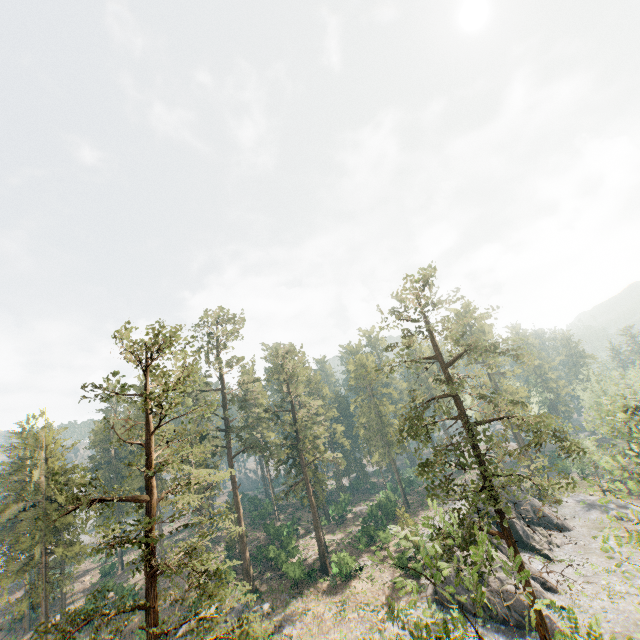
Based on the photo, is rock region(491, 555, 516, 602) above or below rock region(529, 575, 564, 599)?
above

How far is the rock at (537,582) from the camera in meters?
29.8

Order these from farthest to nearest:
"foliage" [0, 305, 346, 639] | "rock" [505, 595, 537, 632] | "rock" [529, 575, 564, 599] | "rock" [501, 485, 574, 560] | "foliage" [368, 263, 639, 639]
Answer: "rock" [501, 485, 574, 560] < "rock" [529, 575, 564, 599] < "rock" [505, 595, 537, 632] < "foliage" [0, 305, 346, 639] < "foliage" [368, 263, 639, 639]

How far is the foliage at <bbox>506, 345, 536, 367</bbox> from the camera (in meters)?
19.53

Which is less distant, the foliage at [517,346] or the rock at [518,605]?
the foliage at [517,346]

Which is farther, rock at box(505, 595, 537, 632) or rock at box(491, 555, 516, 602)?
rock at box(491, 555, 516, 602)

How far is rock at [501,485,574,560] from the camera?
36.9m

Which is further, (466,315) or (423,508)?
(423,508)
